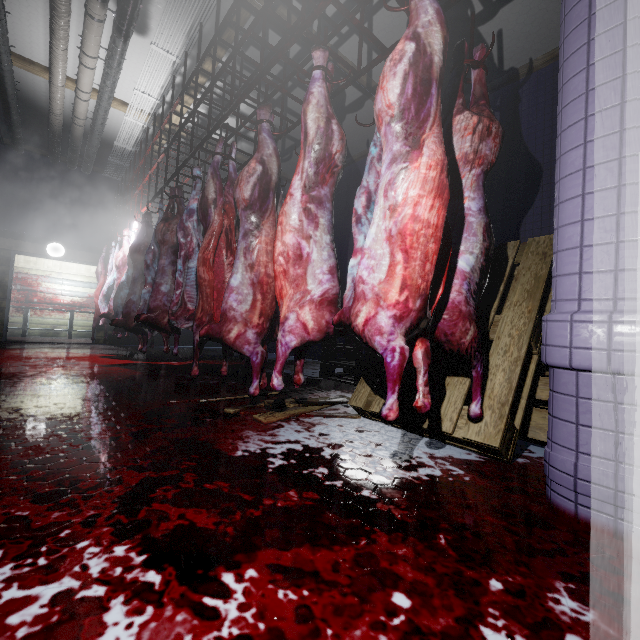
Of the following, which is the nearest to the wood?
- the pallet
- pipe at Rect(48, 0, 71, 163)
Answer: the pallet

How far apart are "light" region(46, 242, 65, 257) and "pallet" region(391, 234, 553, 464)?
7.8m

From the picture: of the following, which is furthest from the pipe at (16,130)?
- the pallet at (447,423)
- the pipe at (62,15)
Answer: the pallet at (447,423)

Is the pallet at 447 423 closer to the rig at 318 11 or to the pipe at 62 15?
the rig at 318 11

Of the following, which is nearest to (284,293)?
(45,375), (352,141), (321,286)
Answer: (321,286)

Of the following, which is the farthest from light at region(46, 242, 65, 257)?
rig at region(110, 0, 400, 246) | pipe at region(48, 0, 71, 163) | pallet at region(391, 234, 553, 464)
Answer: pallet at region(391, 234, 553, 464)

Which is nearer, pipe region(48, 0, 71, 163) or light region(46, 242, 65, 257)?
pipe region(48, 0, 71, 163)

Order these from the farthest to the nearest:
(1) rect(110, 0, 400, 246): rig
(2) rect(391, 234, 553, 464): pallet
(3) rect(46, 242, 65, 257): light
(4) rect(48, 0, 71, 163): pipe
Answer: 1. (3) rect(46, 242, 65, 257): light
2. (4) rect(48, 0, 71, 163): pipe
3. (1) rect(110, 0, 400, 246): rig
4. (2) rect(391, 234, 553, 464): pallet
